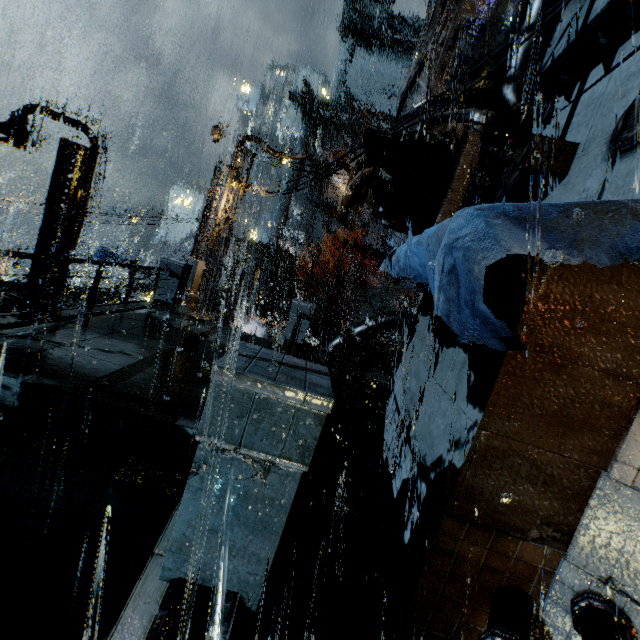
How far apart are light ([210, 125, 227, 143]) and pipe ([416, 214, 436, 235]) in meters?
10.9

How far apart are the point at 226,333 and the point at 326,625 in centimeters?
744cm

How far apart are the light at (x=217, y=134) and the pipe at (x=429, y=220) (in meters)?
10.93

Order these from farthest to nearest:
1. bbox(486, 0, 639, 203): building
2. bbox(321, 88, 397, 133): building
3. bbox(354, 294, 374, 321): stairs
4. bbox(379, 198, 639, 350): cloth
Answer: bbox(321, 88, 397, 133): building, bbox(354, 294, 374, 321): stairs, bbox(486, 0, 639, 203): building, bbox(379, 198, 639, 350): cloth

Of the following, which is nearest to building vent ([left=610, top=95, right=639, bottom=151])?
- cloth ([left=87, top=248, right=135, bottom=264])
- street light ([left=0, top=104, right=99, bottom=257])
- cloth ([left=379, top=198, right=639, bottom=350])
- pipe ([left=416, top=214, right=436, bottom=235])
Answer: cloth ([left=379, top=198, right=639, bottom=350])

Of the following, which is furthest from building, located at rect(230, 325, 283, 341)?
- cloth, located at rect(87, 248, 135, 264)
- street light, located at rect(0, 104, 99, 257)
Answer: cloth, located at rect(87, 248, 135, 264)

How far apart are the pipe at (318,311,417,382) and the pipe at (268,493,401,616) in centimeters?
849cm

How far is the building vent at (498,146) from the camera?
7.7 meters
